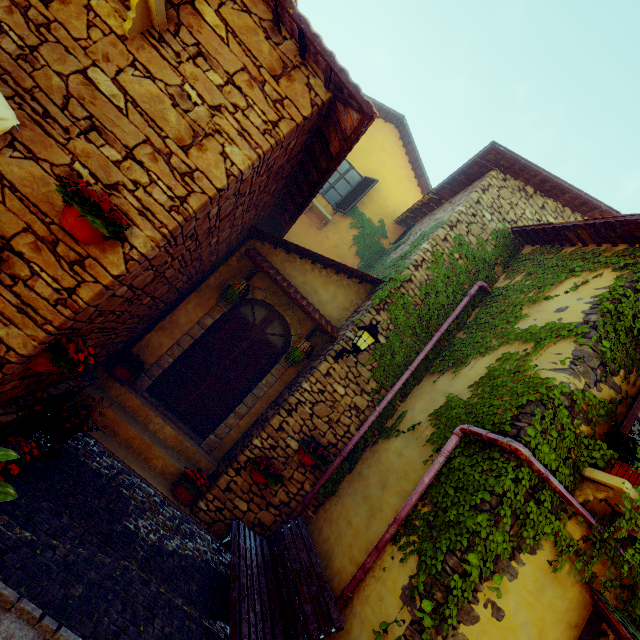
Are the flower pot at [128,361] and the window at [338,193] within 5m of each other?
no

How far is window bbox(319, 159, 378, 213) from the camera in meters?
10.1

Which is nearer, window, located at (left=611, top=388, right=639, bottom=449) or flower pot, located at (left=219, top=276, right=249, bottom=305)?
window, located at (left=611, top=388, right=639, bottom=449)

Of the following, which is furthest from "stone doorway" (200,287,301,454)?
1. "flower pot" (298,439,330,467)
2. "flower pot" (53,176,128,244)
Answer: "flower pot" (53,176,128,244)

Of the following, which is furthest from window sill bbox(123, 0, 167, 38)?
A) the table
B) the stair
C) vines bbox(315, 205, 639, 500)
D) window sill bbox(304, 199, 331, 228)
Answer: window sill bbox(304, 199, 331, 228)

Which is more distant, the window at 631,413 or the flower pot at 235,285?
the flower pot at 235,285

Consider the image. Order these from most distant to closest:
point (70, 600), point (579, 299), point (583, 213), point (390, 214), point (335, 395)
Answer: point (390, 214) → point (583, 213) → point (335, 395) → point (579, 299) → point (70, 600)

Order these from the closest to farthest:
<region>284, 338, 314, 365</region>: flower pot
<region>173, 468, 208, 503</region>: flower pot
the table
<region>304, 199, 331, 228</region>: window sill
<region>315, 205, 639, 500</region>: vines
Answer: the table
<region>315, 205, 639, 500</region>: vines
<region>173, 468, 208, 503</region>: flower pot
<region>284, 338, 314, 365</region>: flower pot
<region>304, 199, 331, 228</region>: window sill
